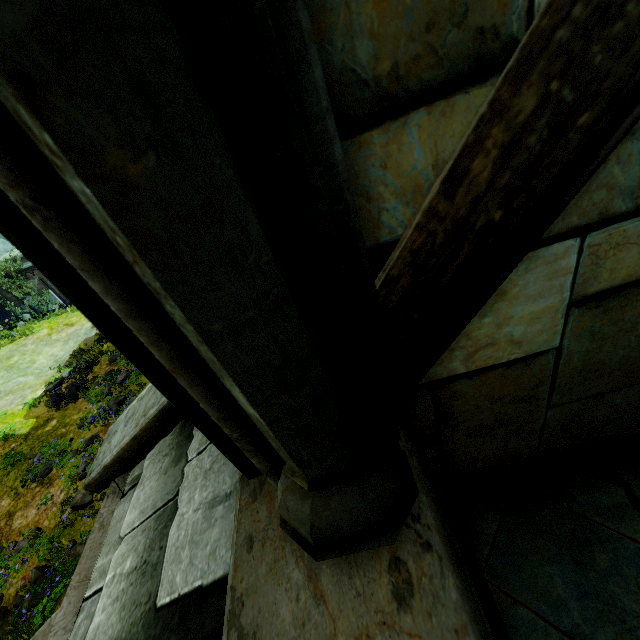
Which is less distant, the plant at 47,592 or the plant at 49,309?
the plant at 47,592

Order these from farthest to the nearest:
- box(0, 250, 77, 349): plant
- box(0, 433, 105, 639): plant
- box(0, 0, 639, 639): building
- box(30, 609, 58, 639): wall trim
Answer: box(0, 250, 77, 349): plant → box(0, 433, 105, 639): plant → box(30, 609, 58, 639): wall trim → box(0, 0, 639, 639): building

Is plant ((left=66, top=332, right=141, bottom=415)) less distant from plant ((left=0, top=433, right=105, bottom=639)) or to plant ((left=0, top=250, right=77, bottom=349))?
plant ((left=0, top=433, right=105, bottom=639))

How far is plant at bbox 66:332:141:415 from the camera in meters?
11.8

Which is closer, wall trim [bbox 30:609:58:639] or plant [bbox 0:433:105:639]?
wall trim [bbox 30:609:58:639]

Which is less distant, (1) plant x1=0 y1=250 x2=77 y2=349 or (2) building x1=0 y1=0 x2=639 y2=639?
(2) building x1=0 y1=0 x2=639 y2=639

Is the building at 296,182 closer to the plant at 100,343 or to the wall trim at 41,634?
the wall trim at 41,634

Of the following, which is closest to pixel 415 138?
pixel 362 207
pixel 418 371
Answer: pixel 362 207
